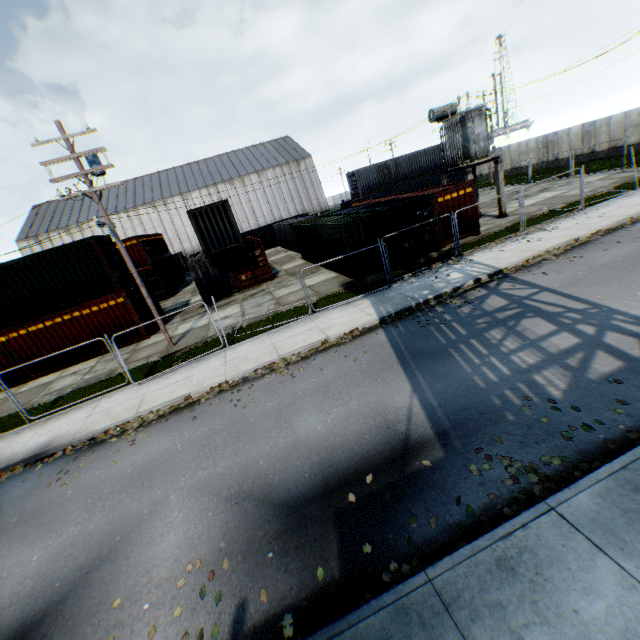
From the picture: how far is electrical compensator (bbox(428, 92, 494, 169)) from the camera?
18.2 meters

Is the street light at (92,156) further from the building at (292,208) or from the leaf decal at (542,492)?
the building at (292,208)

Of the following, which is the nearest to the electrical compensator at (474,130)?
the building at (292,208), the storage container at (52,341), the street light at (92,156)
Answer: the street light at (92,156)

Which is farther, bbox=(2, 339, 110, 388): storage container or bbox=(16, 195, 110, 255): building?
bbox=(16, 195, 110, 255): building

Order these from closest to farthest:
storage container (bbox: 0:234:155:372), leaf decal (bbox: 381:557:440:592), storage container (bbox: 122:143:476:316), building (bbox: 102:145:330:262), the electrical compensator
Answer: leaf decal (bbox: 381:557:440:592) < storage container (bbox: 0:234:155:372) < storage container (bbox: 122:143:476:316) < the electrical compensator < building (bbox: 102:145:330:262)

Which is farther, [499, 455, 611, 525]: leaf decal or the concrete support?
the concrete support

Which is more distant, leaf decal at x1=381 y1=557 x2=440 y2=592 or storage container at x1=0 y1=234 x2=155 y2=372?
storage container at x1=0 y1=234 x2=155 y2=372

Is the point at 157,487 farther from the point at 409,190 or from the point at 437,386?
the point at 409,190
